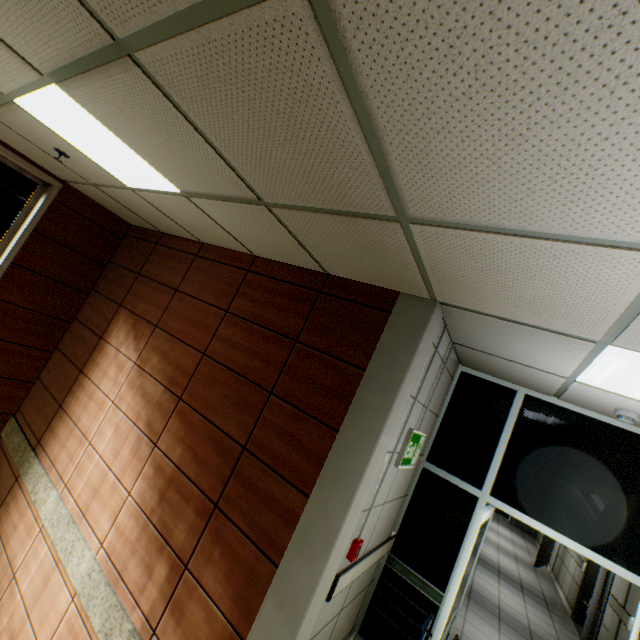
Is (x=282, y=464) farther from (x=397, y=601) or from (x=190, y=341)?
(x=397, y=601)

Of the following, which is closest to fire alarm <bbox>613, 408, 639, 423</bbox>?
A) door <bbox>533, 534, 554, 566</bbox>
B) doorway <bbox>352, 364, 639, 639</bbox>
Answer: doorway <bbox>352, 364, 639, 639</bbox>

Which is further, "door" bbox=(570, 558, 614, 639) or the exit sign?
"door" bbox=(570, 558, 614, 639)

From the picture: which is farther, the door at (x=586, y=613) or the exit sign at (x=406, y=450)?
the door at (x=586, y=613)

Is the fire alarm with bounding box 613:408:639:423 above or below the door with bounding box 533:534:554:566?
above

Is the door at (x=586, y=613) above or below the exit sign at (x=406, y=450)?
below

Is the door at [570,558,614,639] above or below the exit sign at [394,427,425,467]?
below

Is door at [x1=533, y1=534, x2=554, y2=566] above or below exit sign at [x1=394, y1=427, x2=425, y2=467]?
below
